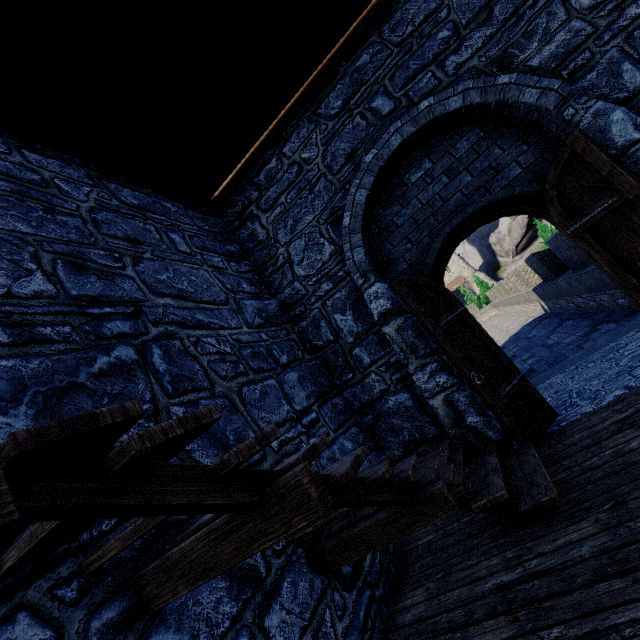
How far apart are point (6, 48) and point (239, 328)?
3.3 meters
